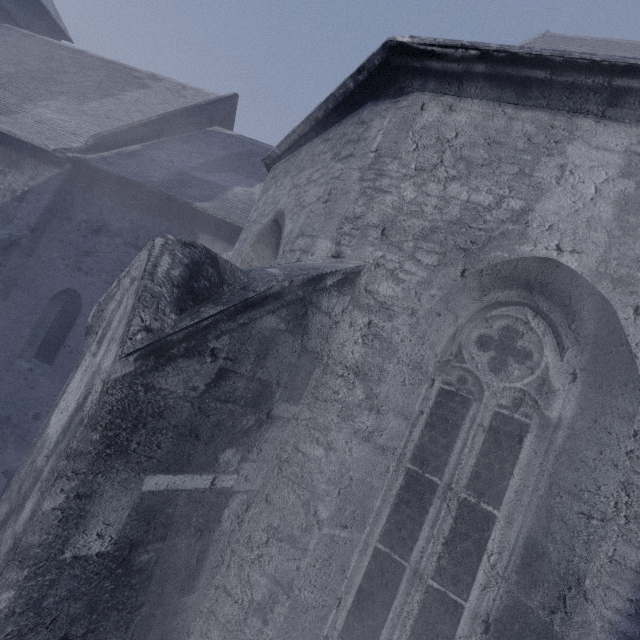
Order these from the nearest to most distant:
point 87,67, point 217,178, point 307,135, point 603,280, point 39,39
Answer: point 603,280 < point 307,135 < point 217,178 < point 87,67 < point 39,39
